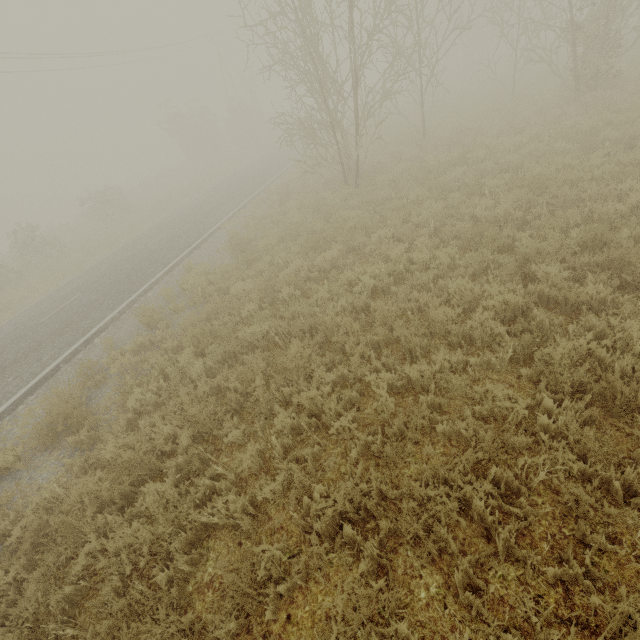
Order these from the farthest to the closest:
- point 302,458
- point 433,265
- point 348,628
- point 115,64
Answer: point 115,64
point 433,265
point 302,458
point 348,628
